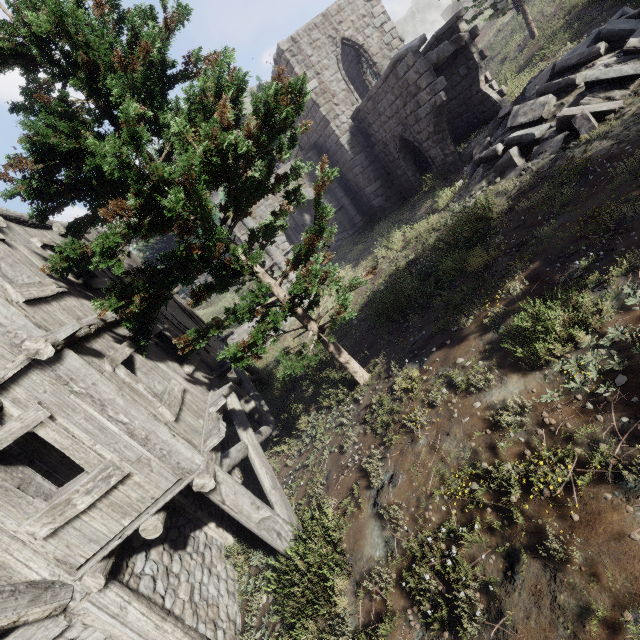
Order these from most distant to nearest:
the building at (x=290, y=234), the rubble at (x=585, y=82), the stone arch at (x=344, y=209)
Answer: the building at (x=290, y=234)
the stone arch at (x=344, y=209)
the rubble at (x=585, y=82)

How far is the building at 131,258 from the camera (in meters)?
10.36

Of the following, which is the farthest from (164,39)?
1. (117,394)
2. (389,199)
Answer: (389,199)

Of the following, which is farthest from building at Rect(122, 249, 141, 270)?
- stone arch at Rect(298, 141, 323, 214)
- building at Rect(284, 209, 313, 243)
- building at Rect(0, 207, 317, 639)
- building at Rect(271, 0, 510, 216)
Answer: building at Rect(284, 209, 313, 243)

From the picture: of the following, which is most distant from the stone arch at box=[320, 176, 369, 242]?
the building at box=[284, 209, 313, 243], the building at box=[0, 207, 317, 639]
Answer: the building at box=[284, 209, 313, 243]

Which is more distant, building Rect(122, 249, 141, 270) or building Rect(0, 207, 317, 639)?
building Rect(122, 249, 141, 270)

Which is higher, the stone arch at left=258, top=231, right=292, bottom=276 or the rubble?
the stone arch at left=258, top=231, right=292, bottom=276

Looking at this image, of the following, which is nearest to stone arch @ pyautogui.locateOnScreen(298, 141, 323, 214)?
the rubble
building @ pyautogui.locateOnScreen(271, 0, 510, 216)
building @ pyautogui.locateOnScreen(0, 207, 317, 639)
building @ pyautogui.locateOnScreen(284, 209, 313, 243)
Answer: building @ pyautogui.locateOnScreen(271, 0, 510, 216)
